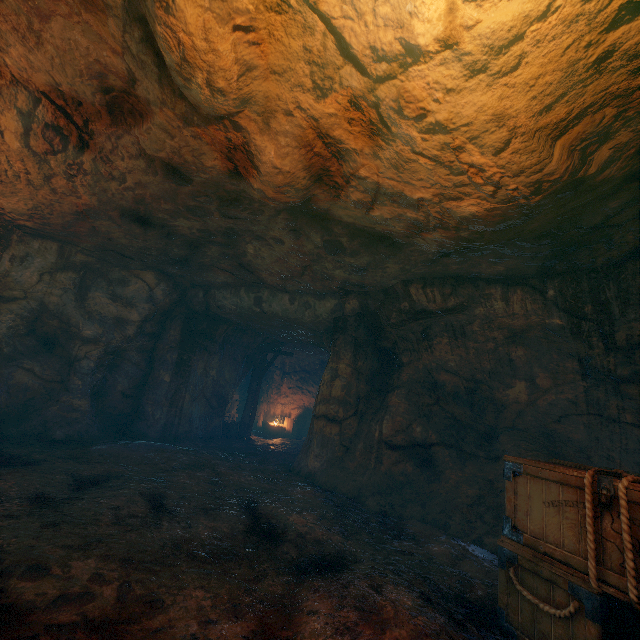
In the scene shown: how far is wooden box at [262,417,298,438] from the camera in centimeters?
1756cm

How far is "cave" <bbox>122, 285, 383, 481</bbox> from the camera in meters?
8.8

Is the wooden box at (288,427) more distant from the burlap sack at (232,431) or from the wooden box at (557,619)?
the wooden box at (557,619)

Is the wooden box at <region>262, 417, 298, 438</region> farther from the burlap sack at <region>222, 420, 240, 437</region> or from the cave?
the burlap sack at <region>222, 420, 240, 437</region>

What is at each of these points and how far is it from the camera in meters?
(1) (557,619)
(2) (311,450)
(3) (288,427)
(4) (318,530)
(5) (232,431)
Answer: (1) wooden box, 3.0 m
(2) cave, 8.6 m
(3) wooden box, 18.1 m
(4) burlap sack, 5.0 m
(5) burlap sack, 14.2 m

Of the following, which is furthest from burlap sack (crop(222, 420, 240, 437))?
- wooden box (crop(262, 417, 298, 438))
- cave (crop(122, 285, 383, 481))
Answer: wooden box (crop(262, 417, 298, 438))

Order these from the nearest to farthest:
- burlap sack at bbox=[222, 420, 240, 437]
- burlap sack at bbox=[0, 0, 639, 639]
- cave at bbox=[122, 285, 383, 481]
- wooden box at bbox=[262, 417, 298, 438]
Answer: burlap sack at bbox=[0, 0, 639, 639], cave at bbox=[122, 285, 383, 481], burlap sack at bbox=[222, 420, 240, 437], wooden box at bbox=[262, 417, 298, 438]

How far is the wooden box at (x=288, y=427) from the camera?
17.56m
